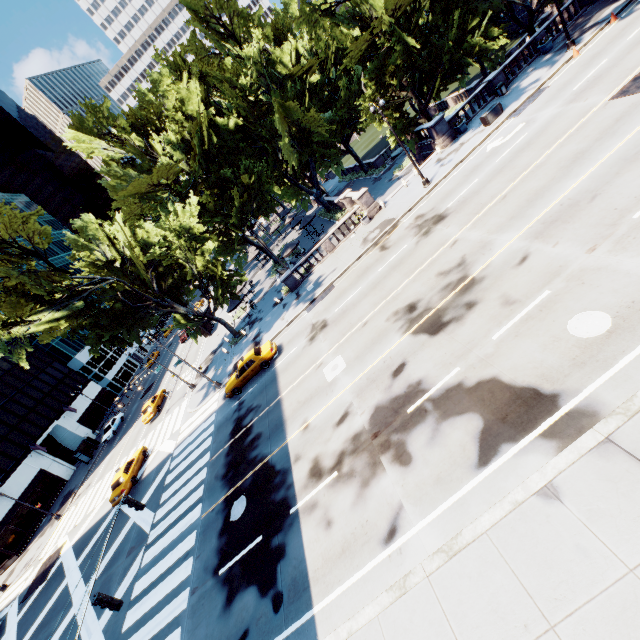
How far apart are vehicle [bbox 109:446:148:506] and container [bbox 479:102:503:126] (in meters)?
40.00

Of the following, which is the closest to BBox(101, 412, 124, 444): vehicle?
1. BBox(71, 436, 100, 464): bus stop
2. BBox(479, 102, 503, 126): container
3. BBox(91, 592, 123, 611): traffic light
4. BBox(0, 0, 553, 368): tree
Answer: BBox(71, 436, 100, 464): bus stop

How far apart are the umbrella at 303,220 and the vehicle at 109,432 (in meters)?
36.65

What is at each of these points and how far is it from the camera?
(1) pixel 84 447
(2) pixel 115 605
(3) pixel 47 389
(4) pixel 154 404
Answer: (1) bus stop, 44.19m
(2) traffic light, 9.90m
(3) building, 51.94m
(4) vehicle, 36.28m

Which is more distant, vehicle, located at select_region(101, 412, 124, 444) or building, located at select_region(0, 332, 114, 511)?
vehicle, located at select_region(101, 412, 124, 444)

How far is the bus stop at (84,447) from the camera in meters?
42.1 m

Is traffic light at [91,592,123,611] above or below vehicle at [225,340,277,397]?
above

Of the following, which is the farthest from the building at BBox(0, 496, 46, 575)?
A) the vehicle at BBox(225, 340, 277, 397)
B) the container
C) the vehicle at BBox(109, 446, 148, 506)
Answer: the container
